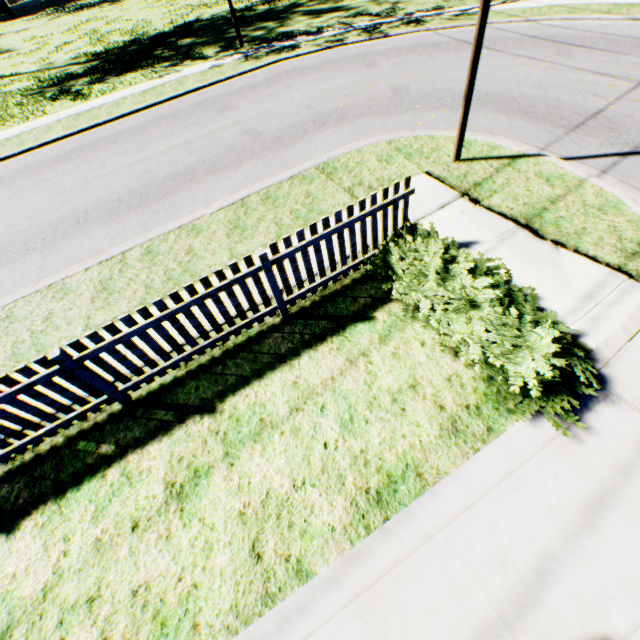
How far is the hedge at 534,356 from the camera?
3.4 meters

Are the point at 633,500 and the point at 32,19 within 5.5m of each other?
no

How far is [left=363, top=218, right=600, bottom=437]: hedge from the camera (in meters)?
3.41
